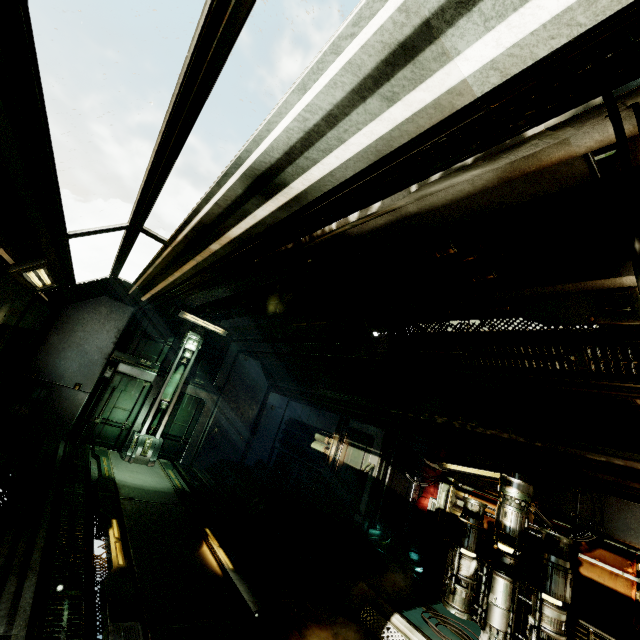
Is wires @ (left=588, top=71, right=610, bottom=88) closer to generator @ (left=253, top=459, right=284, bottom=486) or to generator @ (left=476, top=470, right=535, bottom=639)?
generator @ (left=476, top=470, right=535, bottom=639)

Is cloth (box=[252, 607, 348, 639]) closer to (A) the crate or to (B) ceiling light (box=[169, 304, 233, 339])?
(A) the crate

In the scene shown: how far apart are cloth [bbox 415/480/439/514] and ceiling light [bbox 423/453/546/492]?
2.2 meters

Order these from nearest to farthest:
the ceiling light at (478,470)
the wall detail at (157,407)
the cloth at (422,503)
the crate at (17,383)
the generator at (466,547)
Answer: the generator at (466,547), the ceiling light at (478,470), the crate at (17,383), the cloth at (422,503), the wall detail at (157,407)

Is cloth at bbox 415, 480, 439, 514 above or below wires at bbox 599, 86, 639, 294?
below

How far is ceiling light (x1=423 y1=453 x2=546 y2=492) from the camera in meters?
5.3 m

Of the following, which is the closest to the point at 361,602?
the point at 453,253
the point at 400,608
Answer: the point at 400,608

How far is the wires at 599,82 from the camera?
1.29m
